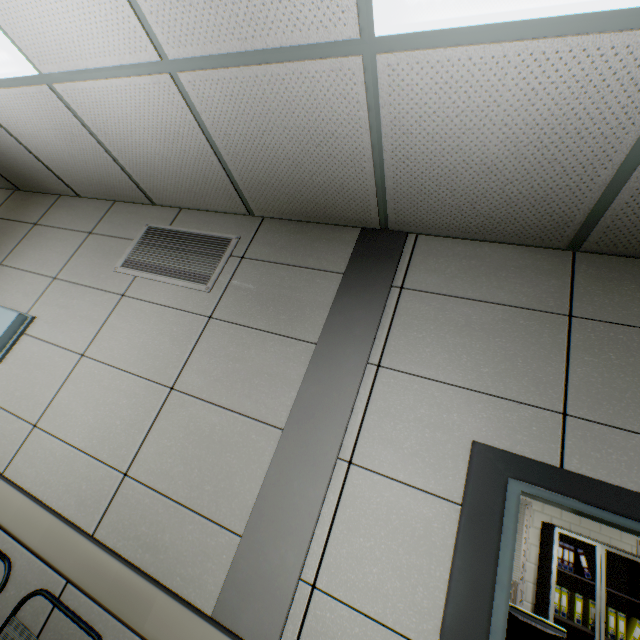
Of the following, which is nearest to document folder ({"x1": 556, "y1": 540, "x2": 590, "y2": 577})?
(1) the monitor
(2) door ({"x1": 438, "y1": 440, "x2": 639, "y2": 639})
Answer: (1) the monitor

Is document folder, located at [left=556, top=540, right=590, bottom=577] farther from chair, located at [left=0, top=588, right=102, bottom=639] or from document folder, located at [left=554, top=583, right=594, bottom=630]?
chair, located at [left=0, top=588, right=102, bottom=639]

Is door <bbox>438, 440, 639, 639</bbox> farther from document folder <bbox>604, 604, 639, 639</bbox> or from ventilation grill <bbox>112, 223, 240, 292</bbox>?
document folder <bbox>604, 604, 639, 639</bbox>

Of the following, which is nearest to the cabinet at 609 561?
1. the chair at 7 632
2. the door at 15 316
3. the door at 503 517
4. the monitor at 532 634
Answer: the monitor at 532 634

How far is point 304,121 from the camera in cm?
156

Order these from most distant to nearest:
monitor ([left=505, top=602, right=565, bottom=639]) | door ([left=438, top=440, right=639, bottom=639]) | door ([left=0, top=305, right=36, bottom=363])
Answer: monitor ([left=505, top=602, right=565, bottom=639])
door ([left=0, top=305, right=36, bottom=363])
door ([left=438, top=440, right=639, bottom=639])

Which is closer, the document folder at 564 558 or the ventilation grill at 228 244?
the ventilation grill at 228 244

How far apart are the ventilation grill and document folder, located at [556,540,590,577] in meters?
5.9
